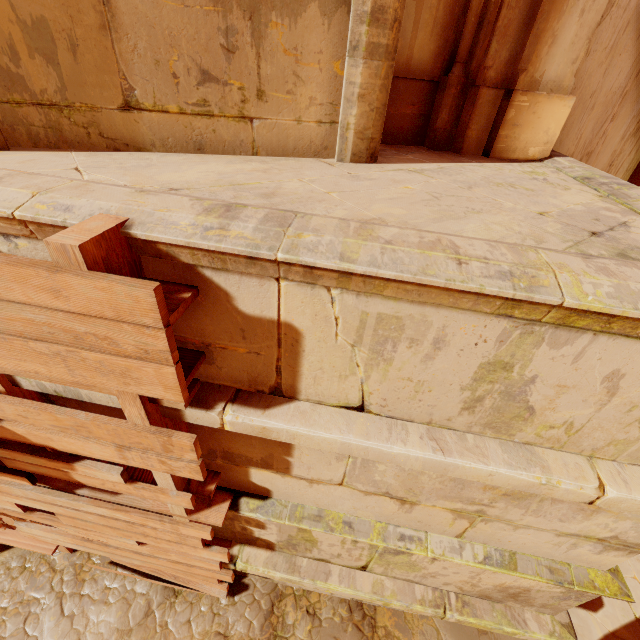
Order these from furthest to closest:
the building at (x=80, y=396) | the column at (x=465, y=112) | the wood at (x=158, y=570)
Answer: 1. the column at (x=465, y=112)
2. the building at (x=80, y=396)
3. the wood at (x=158, y=570)

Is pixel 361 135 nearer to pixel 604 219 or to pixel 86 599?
pixel 604 219

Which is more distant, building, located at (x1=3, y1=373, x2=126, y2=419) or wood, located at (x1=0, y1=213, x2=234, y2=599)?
building, located at (x1=3, y1=373, x2=126, y2=419)

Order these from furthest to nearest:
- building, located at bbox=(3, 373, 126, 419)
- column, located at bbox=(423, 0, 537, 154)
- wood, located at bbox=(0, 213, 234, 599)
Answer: column, located at bbox=(423, 0, 537, 154) → building, located at bbox=(3, 373, 126, 419) → wood, located at bbox=(0, 213, 234, 599)

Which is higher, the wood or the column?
the column

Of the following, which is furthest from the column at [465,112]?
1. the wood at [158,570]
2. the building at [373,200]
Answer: the wood at [158,570]

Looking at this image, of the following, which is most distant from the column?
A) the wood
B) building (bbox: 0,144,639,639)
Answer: the wood
